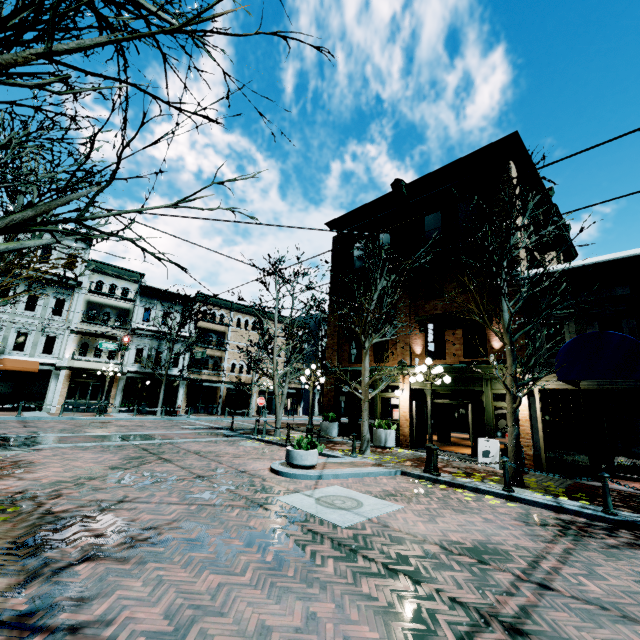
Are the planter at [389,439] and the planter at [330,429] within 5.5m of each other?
yes

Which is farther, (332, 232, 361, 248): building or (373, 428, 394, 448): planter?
(332, 232, 361, 248): building

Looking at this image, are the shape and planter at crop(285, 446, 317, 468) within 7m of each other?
no

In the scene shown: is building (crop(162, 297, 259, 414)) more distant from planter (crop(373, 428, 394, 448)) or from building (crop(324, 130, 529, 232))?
planter (crop(373, 428, 394, 448))

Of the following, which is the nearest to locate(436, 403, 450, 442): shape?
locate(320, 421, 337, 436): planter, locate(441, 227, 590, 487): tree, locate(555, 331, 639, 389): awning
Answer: locate(320, 421, 337, 436): planter

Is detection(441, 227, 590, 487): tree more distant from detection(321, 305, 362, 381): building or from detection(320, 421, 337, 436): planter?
detection(320, 421, 337, 436): planter

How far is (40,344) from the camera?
23.72m

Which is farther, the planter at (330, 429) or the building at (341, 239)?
the building at (341, 239)
